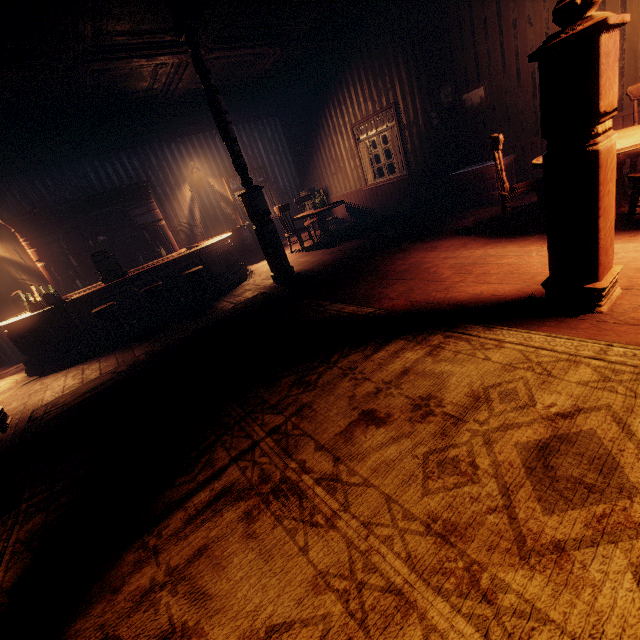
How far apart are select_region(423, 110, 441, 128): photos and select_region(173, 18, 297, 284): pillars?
4.2m

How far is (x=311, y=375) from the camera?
2.6 meters

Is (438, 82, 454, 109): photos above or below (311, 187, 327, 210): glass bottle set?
above

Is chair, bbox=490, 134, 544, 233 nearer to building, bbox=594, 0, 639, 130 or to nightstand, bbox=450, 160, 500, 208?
building, bbox=594, 0, 639, 130

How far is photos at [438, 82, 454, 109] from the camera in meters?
6.3 m

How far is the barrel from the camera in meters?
A: 9.0

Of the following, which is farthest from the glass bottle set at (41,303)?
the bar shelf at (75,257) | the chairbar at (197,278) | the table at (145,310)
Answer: the chairbar at (197,278)

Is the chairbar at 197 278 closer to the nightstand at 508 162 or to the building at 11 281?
the building at 11 281
